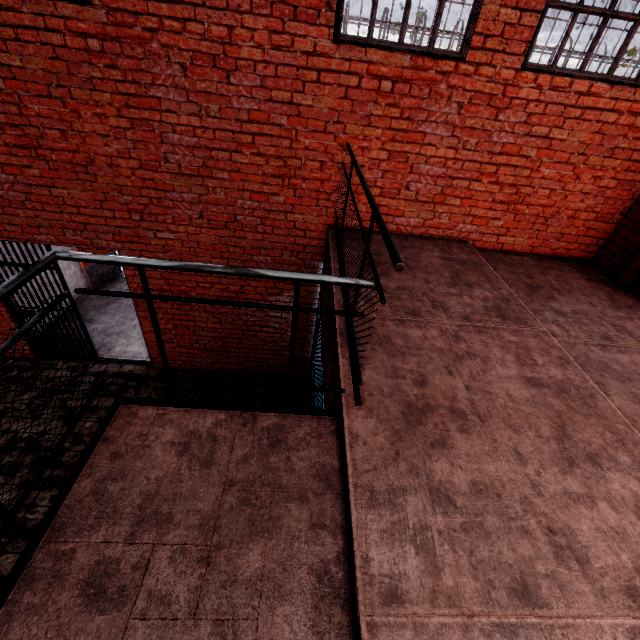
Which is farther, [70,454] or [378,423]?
[70,454]

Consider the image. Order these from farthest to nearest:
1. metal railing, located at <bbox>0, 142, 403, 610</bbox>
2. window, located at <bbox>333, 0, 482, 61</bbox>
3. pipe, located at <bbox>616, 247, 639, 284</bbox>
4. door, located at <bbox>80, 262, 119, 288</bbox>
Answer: door, located at <bbox>80, 262, 119, 288</bbox>
pipe, located at <bbox>616, 247, 639, 284</bbox>
window, located at <bbox>333, 0, 482, 61</bbox>
metal railing, located at <bbox>0, 142, 403, 610</bbox>

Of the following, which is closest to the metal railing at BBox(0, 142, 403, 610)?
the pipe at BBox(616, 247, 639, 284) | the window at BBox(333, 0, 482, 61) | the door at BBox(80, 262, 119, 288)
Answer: the window at BBox(333, 0, 482, 61)

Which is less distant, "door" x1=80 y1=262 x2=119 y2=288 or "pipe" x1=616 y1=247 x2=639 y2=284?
"pipe" x1=616 y1=247 x2=639 y2=284

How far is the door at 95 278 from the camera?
7.3m

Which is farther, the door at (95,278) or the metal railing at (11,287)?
the door at (95,278)

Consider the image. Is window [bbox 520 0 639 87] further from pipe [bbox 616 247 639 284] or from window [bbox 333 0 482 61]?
pipe [bbox 616 247 639 284]

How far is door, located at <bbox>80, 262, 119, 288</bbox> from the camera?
7.3 meters
